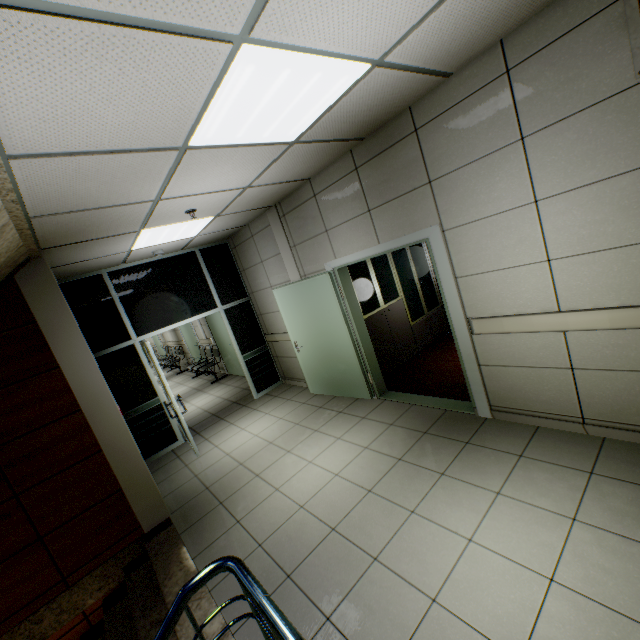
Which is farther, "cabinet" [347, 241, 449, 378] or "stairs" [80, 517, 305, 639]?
"cabinet" [347, 241, 449, 378]

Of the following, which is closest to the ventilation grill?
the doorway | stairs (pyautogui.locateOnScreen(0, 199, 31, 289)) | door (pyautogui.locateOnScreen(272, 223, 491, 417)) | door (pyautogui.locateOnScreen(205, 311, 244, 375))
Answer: door (pyautogui.locateOnScreen(272, 223, 491, 417))

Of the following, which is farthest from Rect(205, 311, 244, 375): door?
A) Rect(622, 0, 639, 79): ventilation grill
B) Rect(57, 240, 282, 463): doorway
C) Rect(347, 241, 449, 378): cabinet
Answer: Rect(622, 0, 639, 79): ventilation grill

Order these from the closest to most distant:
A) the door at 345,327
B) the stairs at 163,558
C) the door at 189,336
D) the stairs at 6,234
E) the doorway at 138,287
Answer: the stairs at 163,558
the stairs at 6,234
the door at 345,327
the doorway at 138,287
the door at 189,336

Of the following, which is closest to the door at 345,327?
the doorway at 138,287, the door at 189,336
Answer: the doorway at 138,287

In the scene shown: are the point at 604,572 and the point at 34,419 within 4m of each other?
no

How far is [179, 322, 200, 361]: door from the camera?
10.9m

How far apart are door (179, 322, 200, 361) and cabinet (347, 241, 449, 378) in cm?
747
